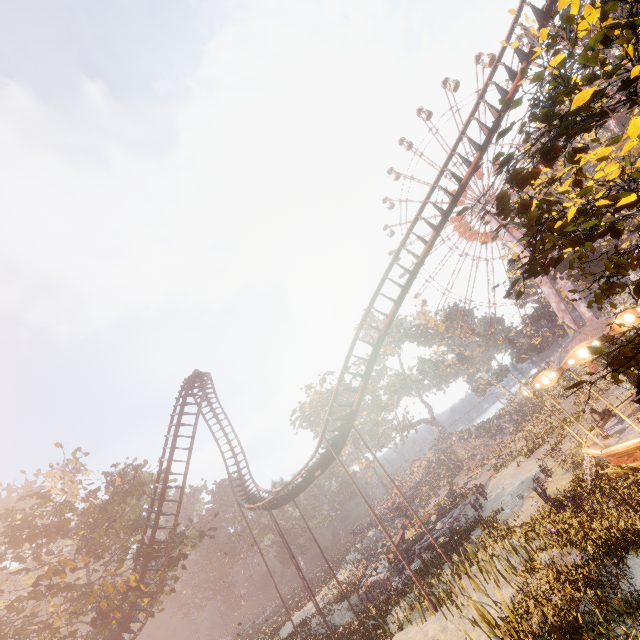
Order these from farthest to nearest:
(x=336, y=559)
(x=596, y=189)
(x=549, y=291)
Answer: (x=336, y=559) < (x=549, y=291) < (x=596, y=189)

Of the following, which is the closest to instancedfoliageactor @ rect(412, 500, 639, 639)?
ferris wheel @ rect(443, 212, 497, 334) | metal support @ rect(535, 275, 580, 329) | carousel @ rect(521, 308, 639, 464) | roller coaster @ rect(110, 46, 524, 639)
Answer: carousel @ rect(521, 308, 639, 464)

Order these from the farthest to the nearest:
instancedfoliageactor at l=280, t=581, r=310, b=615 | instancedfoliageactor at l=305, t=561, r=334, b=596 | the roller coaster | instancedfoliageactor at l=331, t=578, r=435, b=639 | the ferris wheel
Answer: the ferris wheel
instancedfoliageactor at l=305, t=561, r=334, b=596
instancedfoliageactor at l=280, t=581, r=310, b=615
the roller coaster
instancedfoliageactor at l=331, t=578, r=435, b=639

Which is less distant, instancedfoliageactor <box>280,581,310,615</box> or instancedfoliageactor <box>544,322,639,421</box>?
instancedfoliageactor <box>544,322,639,421</box>

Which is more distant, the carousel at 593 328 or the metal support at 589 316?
the metal support at 589 316

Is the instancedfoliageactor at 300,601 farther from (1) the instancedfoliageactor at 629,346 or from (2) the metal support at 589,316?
(2) the metal support at 589,316

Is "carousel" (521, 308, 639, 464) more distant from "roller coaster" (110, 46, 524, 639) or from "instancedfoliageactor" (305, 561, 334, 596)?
"instancedfoliageactor" (305, 561, 334, 596)

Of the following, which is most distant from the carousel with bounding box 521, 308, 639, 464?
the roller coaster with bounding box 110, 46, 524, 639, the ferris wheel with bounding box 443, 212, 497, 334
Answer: the ferris wheel with bounding box 443, 212, 497, 334
